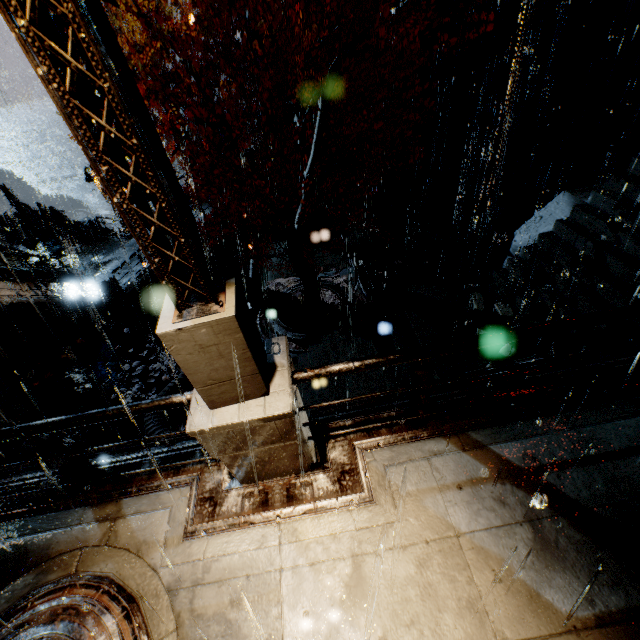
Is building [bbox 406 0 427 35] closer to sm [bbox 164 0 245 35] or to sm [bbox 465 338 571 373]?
sm [bbox 164 0 245 35]

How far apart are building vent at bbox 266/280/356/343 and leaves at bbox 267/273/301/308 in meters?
0.0

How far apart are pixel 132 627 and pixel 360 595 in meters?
2.4

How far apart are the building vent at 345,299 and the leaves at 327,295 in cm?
0

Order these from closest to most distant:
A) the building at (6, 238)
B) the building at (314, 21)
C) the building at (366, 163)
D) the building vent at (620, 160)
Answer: the building vent at (620, 160) < the building at (314, 21) < the building at (366, 163) < the building at (6, 238)

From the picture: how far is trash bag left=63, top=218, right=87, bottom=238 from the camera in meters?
22.4 m

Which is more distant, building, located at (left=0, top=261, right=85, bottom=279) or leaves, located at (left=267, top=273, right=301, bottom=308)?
building, located at (left=0, top=261, right=85, bottom=279)

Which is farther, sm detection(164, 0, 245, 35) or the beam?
the beam
